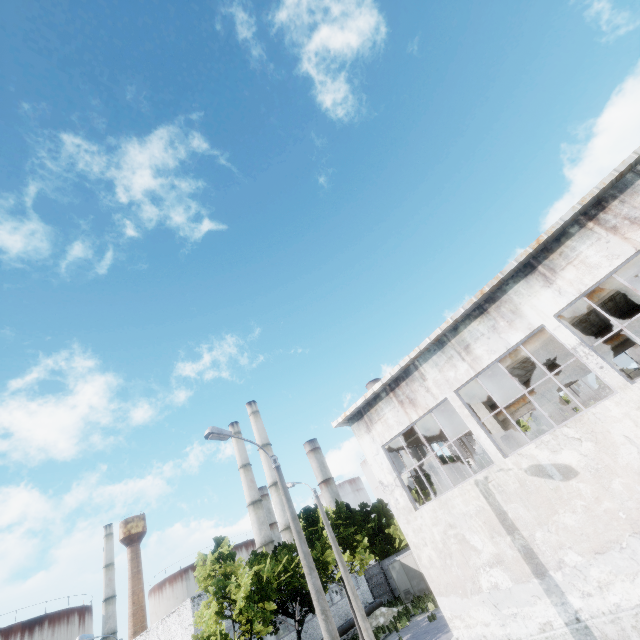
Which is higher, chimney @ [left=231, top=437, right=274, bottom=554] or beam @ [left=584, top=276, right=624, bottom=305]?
chimney @ [left=231, top=437, right=274, bottom=554]

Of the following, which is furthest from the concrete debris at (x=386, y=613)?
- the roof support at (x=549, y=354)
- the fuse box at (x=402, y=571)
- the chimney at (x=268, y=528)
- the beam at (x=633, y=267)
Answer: the beam at (x=633, y=267)

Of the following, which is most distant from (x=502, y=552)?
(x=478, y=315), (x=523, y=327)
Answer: (x=478, y=315)

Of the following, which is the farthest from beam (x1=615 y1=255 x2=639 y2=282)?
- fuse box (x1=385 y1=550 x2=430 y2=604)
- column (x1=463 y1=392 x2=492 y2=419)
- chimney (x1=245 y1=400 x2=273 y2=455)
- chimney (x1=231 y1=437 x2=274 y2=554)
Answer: chimney (x1=231 y1=437 x2=274 y2=554)

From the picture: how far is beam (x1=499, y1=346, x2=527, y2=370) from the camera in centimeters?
1313cm

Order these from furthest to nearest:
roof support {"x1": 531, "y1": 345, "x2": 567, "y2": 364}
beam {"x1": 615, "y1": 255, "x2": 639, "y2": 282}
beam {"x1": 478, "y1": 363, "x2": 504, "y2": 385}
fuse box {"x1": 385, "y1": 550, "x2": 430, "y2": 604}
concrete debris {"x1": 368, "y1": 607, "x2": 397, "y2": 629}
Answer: fuse box {"x1": 385, "y1": 550, "x2": 430, "y2": 604}, concrete debris {"x1": 368, "y1": 607, "x2": 397, "y2": 629}, roof support {"x1": 531, "y1": 345, "x2": 567, "y2": 364}, beam {"x1": 478, "y1": 363, "x2": 504, "y2": 385}, beam {"x1": 615, "y1": 255, "x2": 639, "y2": 282}

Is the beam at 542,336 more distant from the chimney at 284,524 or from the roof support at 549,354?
the chimney at 284,524
